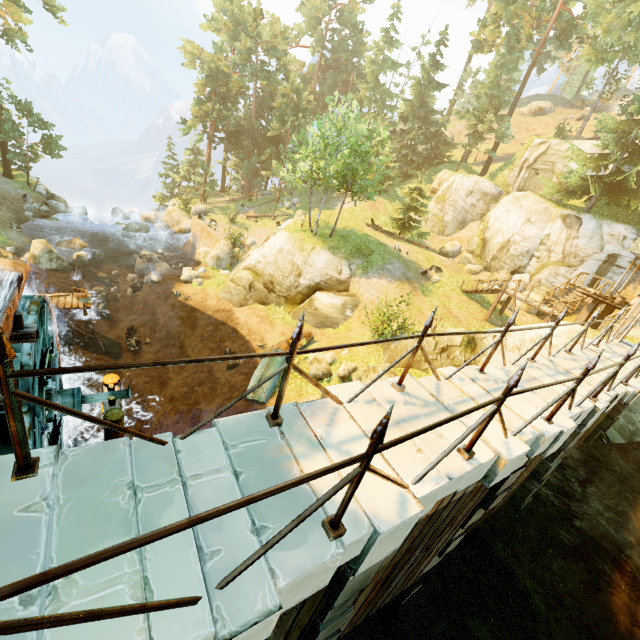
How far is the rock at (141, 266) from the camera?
24.72m

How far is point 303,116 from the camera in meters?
41.8

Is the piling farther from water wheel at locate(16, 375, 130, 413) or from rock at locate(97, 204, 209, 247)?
rock at locate(97, 204, 209, 247)

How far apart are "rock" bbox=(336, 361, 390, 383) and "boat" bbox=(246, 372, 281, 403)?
4.66m

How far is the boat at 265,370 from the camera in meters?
16.9 m

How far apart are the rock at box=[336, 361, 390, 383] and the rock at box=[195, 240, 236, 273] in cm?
1719

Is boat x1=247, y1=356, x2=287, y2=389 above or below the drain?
below

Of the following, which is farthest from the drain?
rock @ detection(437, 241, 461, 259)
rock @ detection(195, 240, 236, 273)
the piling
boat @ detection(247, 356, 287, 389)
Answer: rock @ detection(437, 241, 461, 259)
